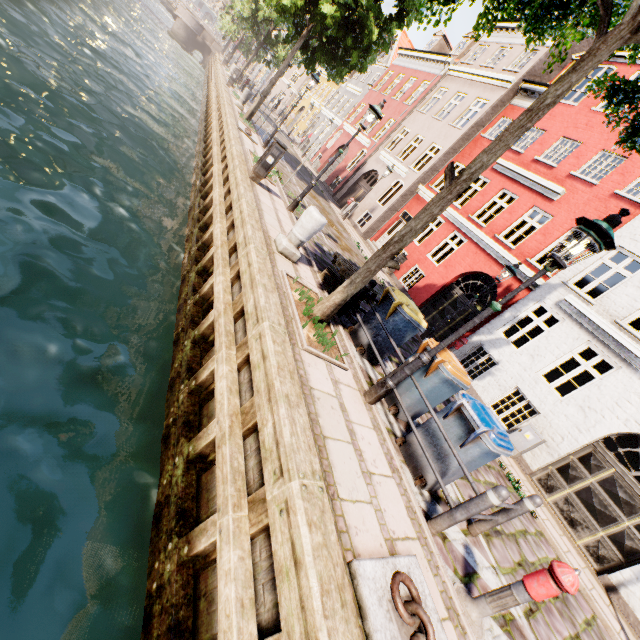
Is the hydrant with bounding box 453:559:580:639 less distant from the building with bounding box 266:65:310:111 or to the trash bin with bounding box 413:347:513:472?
the trash bin with bounding box 413:347:513:472

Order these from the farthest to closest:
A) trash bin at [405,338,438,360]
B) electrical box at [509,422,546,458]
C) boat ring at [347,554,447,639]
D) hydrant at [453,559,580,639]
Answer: electrical box at [509,422,546,458] → trash bin at [405,338,438,360] → hydrant at [453,559,580,639] → boat ring at [347,554,447,639]

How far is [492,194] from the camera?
15.1 meters

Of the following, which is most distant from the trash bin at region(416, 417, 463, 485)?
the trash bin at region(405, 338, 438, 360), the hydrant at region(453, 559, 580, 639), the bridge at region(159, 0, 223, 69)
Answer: the bridge at region(159, 0, 223, 69)

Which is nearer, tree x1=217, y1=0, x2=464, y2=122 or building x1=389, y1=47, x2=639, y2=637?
building x1=389, y1=47, x2=639, y2=637

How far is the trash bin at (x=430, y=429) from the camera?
4.3 meters

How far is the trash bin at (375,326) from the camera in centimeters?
609cm

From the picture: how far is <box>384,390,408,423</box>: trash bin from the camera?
5.5m
